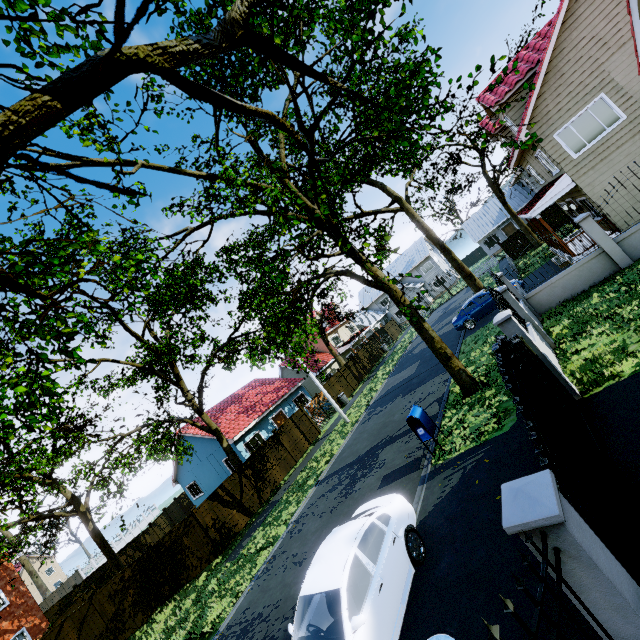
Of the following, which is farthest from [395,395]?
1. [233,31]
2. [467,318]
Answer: [233,31]

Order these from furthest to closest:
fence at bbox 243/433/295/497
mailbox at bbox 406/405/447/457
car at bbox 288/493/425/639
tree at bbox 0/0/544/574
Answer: fence at bbox 243/433/295/497, mailbox at bbox 406/405/447/457, car at bbox 288/493/425/639, tree at bbox 0/0/544/574

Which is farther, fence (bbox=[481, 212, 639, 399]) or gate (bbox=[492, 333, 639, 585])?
fence (bbox=[481, 212, 639, 399])

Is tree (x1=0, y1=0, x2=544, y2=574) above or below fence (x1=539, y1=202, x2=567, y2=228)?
above

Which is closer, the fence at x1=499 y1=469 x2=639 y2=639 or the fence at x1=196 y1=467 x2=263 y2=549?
the fence at x1=499 y1=469 x2=639 y2=639

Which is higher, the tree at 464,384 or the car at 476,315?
the tree at 464,384

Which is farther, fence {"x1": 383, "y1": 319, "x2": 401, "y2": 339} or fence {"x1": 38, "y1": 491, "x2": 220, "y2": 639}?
fence {"x1": 383, "y1": 319, "x2": 401, "y2": 339}

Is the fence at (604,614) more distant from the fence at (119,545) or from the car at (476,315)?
the car at (476,315)
